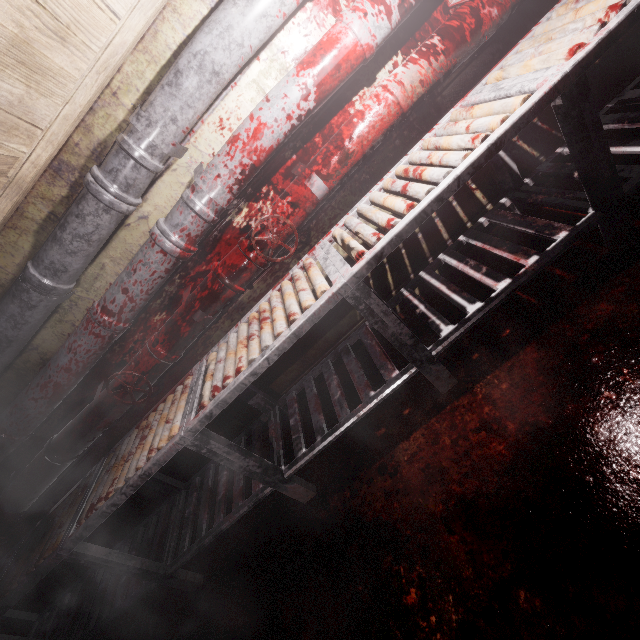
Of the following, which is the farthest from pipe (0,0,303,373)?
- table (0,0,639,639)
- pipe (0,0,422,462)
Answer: table (0,0,639,639)

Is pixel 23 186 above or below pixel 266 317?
above

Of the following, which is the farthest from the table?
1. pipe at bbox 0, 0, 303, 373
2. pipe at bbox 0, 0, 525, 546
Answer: pipe at bbox 0, 0, 303, 373

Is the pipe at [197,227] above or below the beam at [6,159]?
below

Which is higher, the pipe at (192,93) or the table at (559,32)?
the pipe at (192,93)

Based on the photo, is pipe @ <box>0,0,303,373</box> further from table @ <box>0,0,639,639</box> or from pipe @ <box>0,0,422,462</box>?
table @ <box>0,0,639,639</box>

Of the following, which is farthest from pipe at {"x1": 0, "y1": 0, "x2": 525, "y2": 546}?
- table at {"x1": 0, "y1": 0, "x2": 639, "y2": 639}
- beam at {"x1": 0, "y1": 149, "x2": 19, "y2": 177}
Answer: beam at {"x1": 0, "y1": 149, "x2": 19, "y2": 177}

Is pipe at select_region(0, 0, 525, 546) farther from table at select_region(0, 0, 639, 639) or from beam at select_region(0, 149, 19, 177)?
beam at select_region(0, 149, 19, 177)
